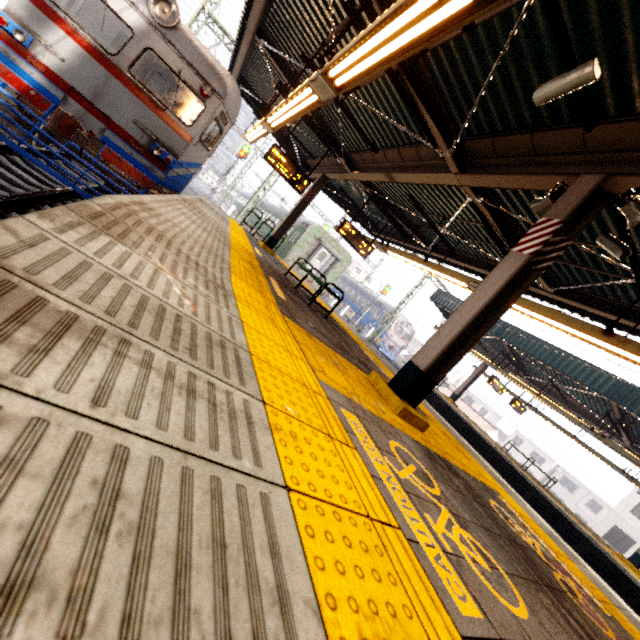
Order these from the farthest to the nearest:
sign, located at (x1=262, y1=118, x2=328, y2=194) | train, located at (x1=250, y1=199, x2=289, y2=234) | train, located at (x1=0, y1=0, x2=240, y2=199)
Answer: train, located at (x1=250, y1=199, x2=289, y2=234), sign, located at (x1=262, y1=118, x2=328, y2=194), train, located at (x1=0, y1=0, x2=240, y2=199)

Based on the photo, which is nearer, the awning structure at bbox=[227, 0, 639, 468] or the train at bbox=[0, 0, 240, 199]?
the awning structure at bbox=[227, 0, 639, 468]

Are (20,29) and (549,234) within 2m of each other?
no

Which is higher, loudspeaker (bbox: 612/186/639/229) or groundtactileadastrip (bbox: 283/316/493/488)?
loudspeaker (bbox: 612/186/639/229)

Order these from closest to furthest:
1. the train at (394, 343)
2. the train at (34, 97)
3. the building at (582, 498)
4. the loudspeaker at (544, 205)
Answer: the loudspeaker at (544, 205) → the train at (34, 97) → the train at (394, 343) → the building at (582, 498)

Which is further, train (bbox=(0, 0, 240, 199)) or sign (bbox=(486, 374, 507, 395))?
sign (bbox=(486, 374, 507, 395))

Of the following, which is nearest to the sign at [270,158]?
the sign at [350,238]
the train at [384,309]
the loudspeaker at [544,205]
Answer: the sign at [350,238]

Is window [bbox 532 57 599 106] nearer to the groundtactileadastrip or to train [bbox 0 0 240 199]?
the groundtactileadastrip
